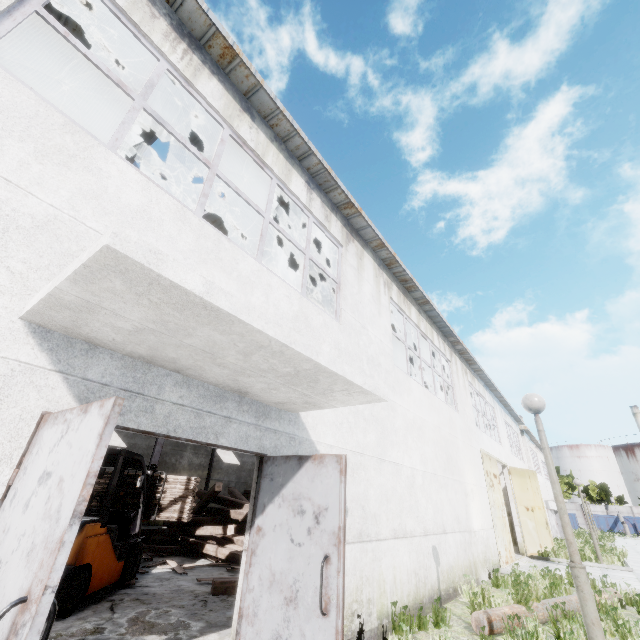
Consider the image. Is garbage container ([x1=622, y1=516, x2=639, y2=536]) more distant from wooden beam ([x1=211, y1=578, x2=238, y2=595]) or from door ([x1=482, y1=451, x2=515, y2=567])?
wooden beam ([x1=211, y1=578, x2=238, y2=595])

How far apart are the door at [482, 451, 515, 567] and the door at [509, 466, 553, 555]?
2.7m

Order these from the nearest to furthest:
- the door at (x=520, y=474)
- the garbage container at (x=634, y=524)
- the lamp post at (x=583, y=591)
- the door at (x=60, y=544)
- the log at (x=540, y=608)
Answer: the door at (x=60, y=544) → the lamp post at (x=583, y=591) → the log at (x=540, y=608) → the door at (x=520, y=474) → the garbage container at (x=634, y=524)

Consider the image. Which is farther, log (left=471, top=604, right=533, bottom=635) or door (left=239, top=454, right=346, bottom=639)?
log (left=471, top=604, right=533, bottom=635)

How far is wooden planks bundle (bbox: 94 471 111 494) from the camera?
7.8m

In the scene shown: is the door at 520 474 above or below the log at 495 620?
above

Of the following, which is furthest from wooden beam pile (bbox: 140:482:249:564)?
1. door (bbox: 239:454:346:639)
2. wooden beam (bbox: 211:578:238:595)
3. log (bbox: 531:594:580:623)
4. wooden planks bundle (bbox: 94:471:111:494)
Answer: door (bbox: 239:454:346:639)

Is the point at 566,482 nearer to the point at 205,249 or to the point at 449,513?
the point at 449,513
